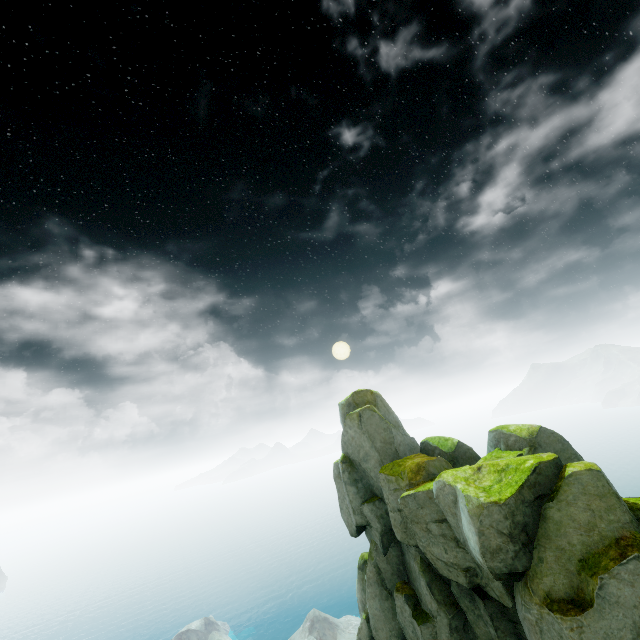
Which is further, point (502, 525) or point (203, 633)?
point (203, 633)
